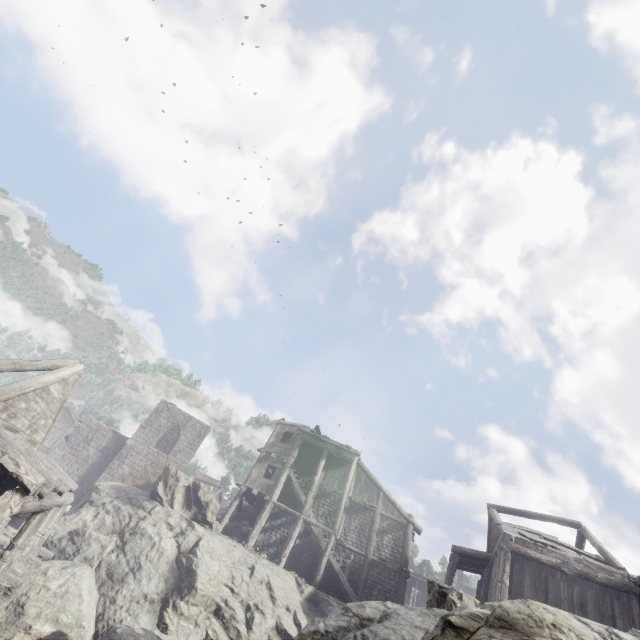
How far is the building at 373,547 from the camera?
20.77m

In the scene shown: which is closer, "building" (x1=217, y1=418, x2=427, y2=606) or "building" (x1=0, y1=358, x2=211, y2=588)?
"building" (x1=0, y1=358, x2=211, y2=588)

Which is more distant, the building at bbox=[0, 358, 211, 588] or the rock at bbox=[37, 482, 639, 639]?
the building at bbox=[0, 358, 211, 588]

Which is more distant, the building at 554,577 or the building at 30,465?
the building at 554,577

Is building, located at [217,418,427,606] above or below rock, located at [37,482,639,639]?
above

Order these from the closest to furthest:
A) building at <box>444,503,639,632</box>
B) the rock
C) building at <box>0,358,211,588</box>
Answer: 1. the rock
2. building at <box>0,358,211,588</box>
3. building at <box>444,503,639,632</box>

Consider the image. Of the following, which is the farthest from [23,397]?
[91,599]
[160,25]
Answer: [160,25]
